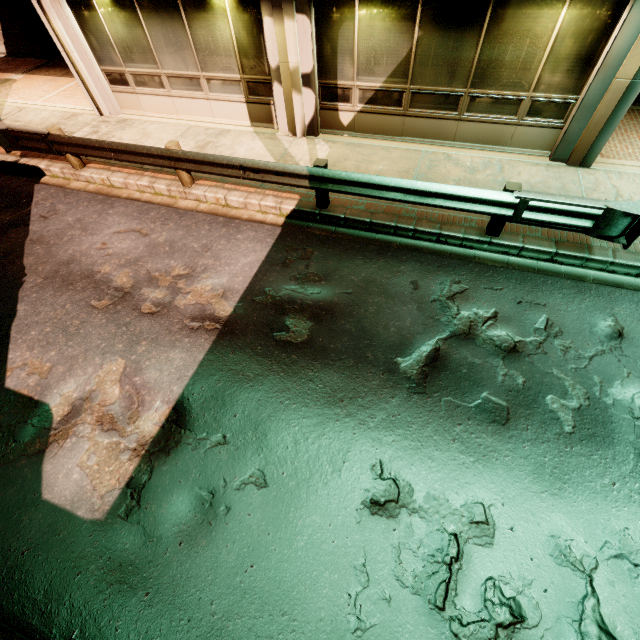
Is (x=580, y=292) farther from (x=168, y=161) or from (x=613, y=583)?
(x=168, y=161)
